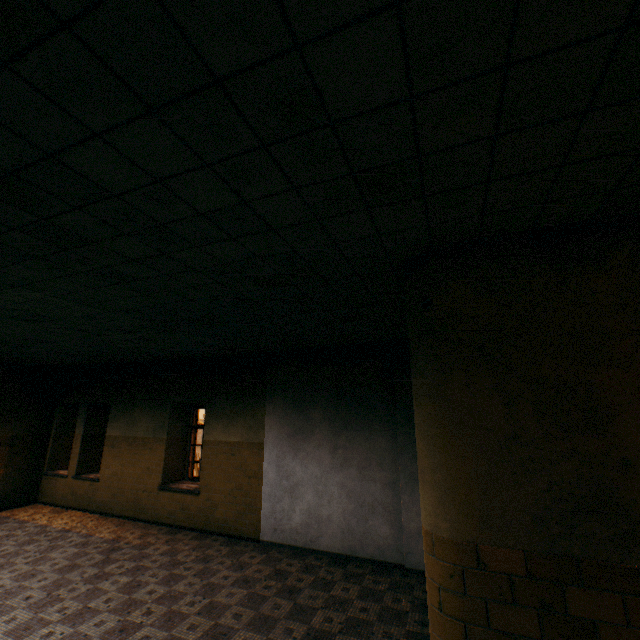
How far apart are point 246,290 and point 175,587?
5.15m
